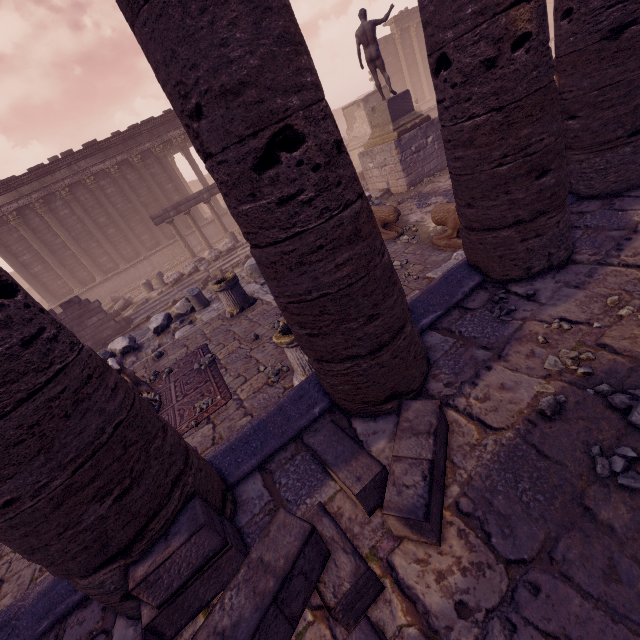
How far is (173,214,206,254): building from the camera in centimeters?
2084cm

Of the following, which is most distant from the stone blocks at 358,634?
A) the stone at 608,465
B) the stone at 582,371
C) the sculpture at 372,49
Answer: the sculpture at 372,49

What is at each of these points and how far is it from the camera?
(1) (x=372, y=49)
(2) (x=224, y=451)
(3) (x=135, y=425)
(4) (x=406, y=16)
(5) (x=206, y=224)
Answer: (1) sculpture, 11.45m
(2) building base, 3.24m
(3) column, 2.14m
(4) entablature, 25.83m
(5) building, 21.39m

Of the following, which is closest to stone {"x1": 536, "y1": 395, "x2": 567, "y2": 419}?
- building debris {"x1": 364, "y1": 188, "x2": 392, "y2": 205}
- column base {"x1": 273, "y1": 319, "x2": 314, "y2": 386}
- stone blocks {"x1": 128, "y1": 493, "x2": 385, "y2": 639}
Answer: stone blocks {"x1": 128, "y1": 493, "x2": 385, "y2": 639}

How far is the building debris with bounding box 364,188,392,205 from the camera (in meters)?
10.48

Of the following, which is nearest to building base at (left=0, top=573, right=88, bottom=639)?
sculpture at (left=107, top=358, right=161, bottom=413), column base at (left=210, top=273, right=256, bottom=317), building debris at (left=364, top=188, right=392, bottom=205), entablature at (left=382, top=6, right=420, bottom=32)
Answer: sculpture at (left=107, top=358, right=161, bottom=413)

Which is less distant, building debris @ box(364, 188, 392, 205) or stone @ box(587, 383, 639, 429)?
stone @ box(587, 383, 639, 429)

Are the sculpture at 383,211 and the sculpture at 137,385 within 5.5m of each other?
no
